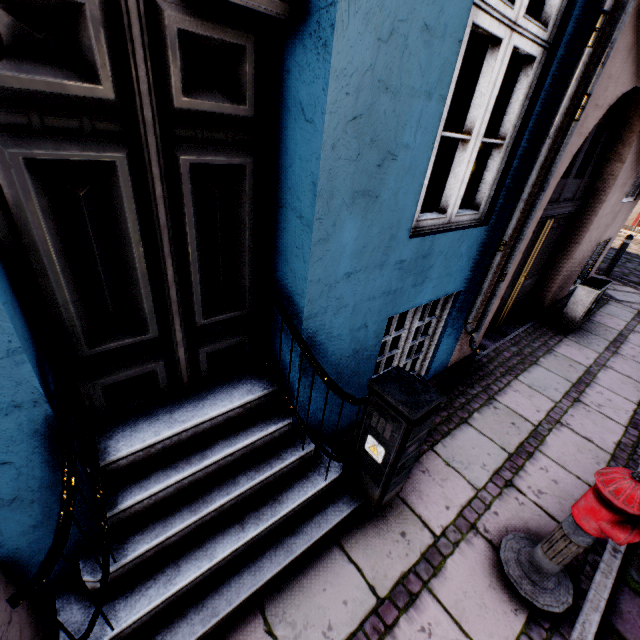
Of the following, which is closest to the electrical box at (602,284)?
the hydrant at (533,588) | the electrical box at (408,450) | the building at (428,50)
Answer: the building at (428,50)

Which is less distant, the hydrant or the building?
the building

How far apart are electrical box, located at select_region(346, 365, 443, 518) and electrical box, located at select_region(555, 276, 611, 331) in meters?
5.1 m

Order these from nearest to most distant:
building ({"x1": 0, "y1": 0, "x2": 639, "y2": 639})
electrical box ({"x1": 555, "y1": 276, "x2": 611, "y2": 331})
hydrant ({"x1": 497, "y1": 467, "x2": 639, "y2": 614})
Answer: building ({"x1": 0, "y1": 0, "x2": 639, "y2": 639}) → hydrant ({"x1": 497, "y1": 467, "x2": 639, "y2": 614}) → electrical box ({"x1": 555, "y1": 276, "x2": 611, "y2": 331})

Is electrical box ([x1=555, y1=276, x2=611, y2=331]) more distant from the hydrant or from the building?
the hydrant

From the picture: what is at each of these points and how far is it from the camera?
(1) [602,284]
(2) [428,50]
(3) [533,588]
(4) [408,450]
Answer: (1) electrical box, 5.52m
(2) building, 1.52m
(3) hydrant, 2.26m
(4) electrical box, 2.11m

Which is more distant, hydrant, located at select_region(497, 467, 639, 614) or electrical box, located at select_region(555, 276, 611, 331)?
electrical box, located at select_region(555, 276, 611, 331)

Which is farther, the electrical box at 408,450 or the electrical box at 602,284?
the electrical box at 602,284
